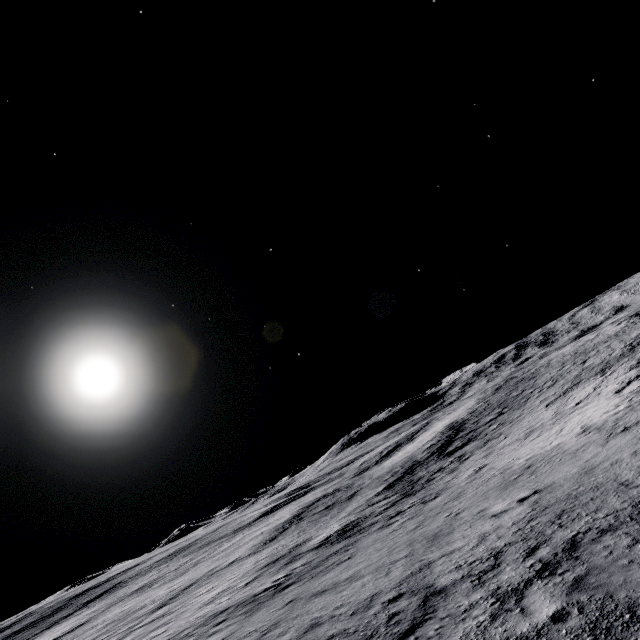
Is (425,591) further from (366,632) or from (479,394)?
(479,394)
